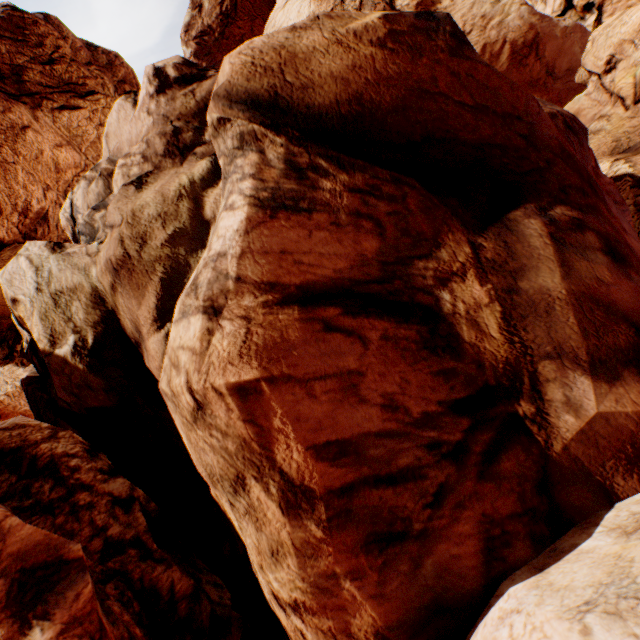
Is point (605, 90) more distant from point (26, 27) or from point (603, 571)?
point (26, 27)
